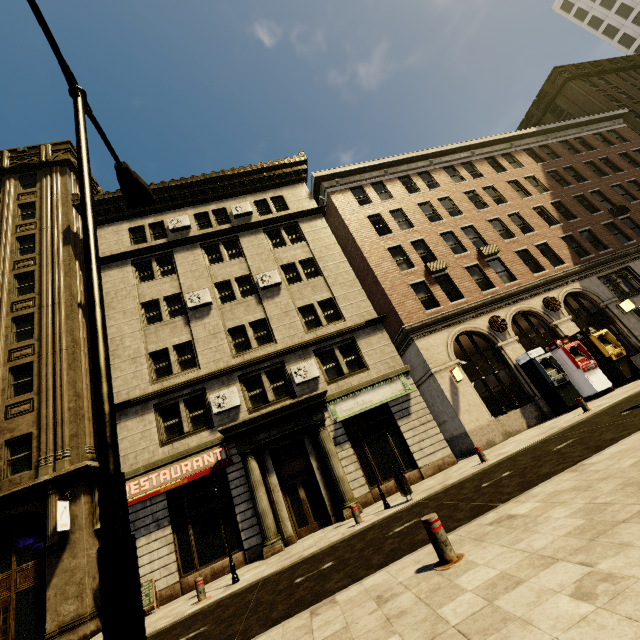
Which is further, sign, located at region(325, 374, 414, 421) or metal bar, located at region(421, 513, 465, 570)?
sign, located at region(325, 374, 414, 421)

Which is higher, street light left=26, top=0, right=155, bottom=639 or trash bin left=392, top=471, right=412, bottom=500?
street light left=26, top=0, right=155, bottom=639

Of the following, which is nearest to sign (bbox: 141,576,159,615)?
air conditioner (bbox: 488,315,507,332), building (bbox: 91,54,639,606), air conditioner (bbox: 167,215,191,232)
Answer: building (bbox: 91,54,639,606)

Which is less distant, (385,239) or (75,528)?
(75,528)

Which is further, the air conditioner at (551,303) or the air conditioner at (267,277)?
the air conditioner at (551,303)

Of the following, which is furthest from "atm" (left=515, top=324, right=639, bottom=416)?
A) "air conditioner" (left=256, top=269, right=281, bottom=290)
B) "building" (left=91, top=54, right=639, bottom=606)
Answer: "air conditioner" (left=256, top=269, right=281, bottom=290)

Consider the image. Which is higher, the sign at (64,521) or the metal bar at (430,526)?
the sign at (64,521)

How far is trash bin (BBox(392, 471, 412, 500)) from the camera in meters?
10.4
